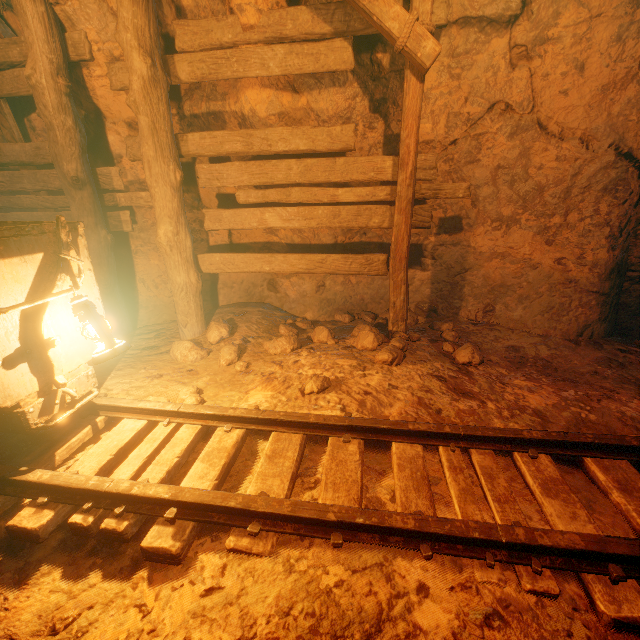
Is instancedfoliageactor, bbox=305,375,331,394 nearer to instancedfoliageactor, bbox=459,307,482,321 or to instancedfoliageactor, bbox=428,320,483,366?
instancedfoliageactor, bbox=428,320,483,366

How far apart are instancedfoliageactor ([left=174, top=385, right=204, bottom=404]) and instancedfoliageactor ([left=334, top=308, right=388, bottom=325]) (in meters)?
2.32

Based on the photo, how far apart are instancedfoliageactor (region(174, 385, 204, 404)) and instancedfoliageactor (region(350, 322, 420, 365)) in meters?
1.5

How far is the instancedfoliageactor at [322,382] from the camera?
2.7m

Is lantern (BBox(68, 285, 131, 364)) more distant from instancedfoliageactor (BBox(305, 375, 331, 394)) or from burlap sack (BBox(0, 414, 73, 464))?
instancedfoliageactor (BBox(305, 375, 331, 394))

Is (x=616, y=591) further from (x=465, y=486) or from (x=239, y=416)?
(x=239, y=416)

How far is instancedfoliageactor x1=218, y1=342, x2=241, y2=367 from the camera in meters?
3.5 m

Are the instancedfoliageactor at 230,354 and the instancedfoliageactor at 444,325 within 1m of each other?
no
